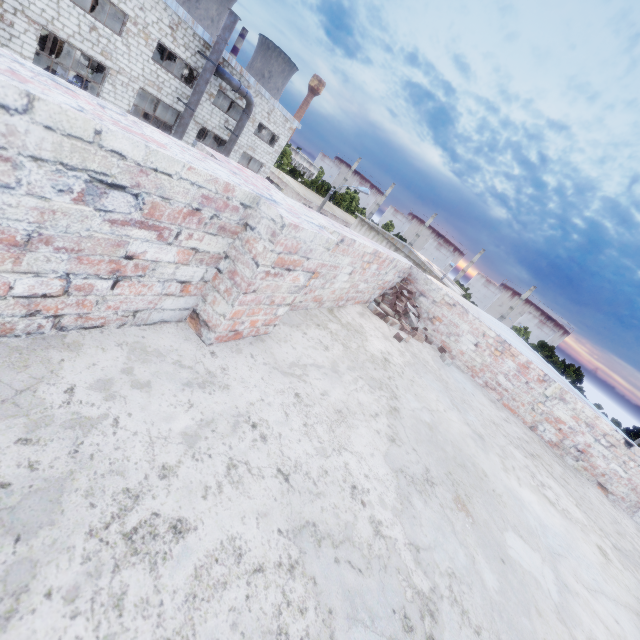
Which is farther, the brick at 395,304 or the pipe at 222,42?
the pipe at 222,42

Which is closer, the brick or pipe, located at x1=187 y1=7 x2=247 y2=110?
→ the brick

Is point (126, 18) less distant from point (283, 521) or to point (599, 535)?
point (283, 521)

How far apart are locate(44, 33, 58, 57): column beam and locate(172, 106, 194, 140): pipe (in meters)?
17.95

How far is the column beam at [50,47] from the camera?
26.6m

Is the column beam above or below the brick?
below

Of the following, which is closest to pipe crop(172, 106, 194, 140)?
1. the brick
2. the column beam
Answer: the column beam

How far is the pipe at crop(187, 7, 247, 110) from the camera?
17.8 meters
